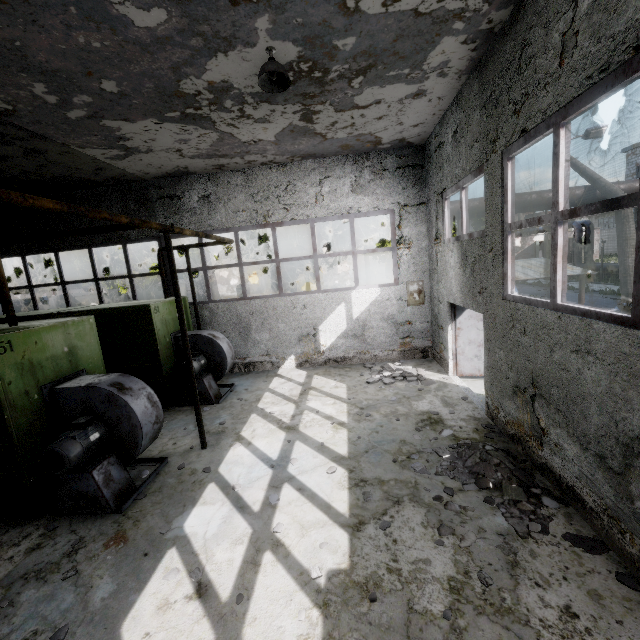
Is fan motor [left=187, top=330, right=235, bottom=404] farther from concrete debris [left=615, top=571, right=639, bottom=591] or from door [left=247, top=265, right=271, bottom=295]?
door [left=247, top=265, right=271, bottom=295]

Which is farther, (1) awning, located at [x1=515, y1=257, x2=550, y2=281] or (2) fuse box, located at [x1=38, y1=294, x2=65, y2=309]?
(2) fuse box, located at [x1=38, y1=294, x2=65, y2=309]

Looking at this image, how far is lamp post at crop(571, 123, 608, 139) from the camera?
12.68m

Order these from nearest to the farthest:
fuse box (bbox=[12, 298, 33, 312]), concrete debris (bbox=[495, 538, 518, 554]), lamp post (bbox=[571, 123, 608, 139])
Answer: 1. concrete debris (bbox=[495, 538, 518, 554])
2. lamp post (bbox=[571, 123, 608, 139])
3. fuse box (bbox=[12, 298, 33, 312])

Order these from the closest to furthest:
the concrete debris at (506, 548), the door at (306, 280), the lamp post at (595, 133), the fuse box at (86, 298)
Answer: the concrete debris at (506, 548) < the lamp post at (595, 133) < the fuse box at (86, 298) < the door at (306, 280)

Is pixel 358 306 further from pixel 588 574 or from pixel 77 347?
pixel 588 574

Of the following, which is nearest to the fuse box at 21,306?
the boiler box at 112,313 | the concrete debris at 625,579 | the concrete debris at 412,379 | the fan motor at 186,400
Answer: the boiler box at 112,313

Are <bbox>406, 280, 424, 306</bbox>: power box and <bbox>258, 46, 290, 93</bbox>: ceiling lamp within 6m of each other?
no
